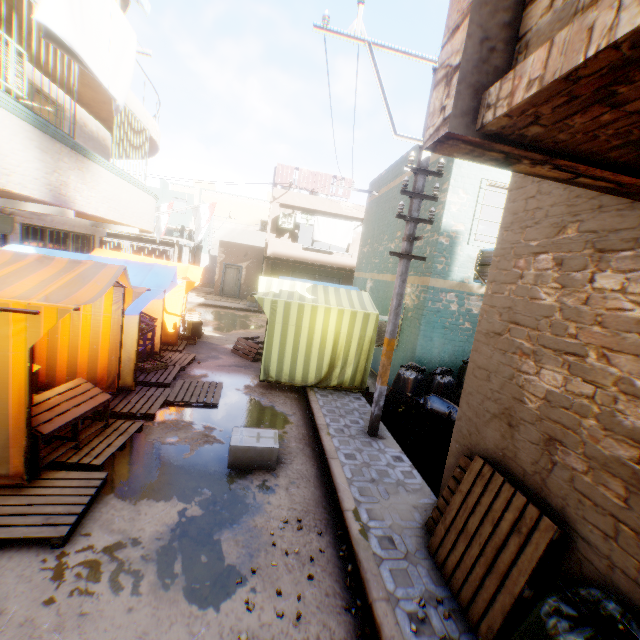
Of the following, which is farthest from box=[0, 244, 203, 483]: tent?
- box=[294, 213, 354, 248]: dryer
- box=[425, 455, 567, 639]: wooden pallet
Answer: box=[425, 455, 567, 639]: wooden pallet

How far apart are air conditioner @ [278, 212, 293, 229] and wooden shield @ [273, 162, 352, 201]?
0.6m

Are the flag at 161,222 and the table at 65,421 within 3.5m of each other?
no

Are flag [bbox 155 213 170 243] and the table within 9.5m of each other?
no

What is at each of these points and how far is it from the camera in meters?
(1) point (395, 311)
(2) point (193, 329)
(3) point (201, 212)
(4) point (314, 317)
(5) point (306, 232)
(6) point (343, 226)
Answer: (1) electric pole, 5.7 m
(2) cardboard box, 11.6 m
(3) flag, 14.0 m
(4) tent, 7.8 m
(5) building, 29.3 m
(6) dryer, 18.5 m

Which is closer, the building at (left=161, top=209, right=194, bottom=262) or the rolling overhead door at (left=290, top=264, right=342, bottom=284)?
the rolling overhead door at (left=290, top=264, right=342, bottom=284)

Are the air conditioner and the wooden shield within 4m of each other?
yes

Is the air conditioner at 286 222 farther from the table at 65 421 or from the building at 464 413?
the table at 65 421
